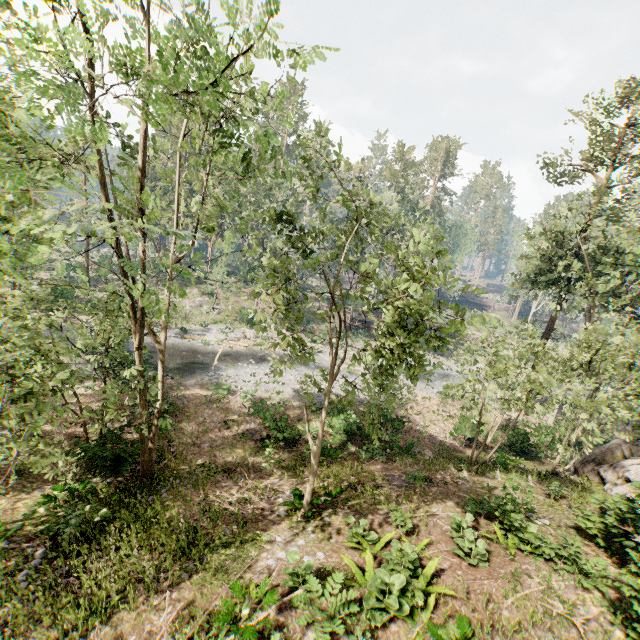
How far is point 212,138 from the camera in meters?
12.7 m

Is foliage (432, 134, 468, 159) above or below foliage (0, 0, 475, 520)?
above

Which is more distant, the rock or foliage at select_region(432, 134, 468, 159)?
foliage at select_region(432, 134, 468, 159)

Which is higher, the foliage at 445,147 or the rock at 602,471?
the foliage at 445,147

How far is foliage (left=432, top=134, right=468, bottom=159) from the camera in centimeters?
5838cm

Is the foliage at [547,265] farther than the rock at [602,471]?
Yes

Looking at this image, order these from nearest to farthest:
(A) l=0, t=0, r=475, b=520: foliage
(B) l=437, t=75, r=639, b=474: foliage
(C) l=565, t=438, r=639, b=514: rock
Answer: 1. (A) l=0, t=0, r=475, b=520: foliage
2. (C) l=565, t=438, r=639, b=514: rock
3. (B) l=437, t=75, r=639, b=474: foliage
